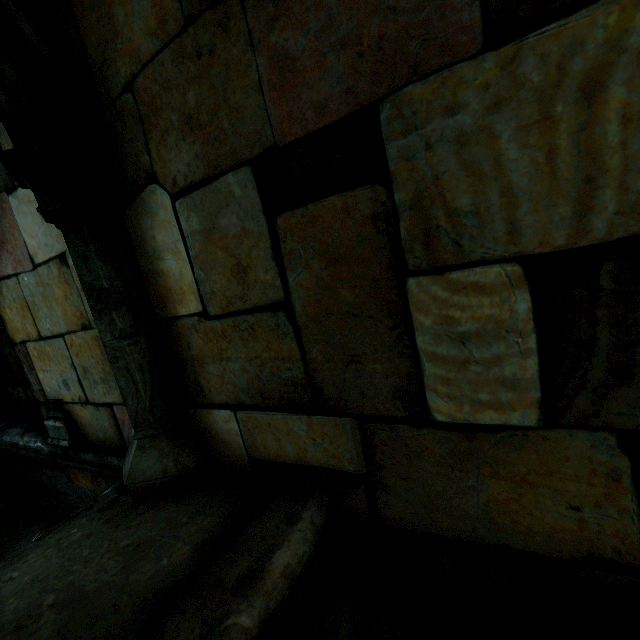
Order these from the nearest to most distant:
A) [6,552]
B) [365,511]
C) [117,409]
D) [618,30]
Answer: [618,30], [365,511], [117,409], [6,552]

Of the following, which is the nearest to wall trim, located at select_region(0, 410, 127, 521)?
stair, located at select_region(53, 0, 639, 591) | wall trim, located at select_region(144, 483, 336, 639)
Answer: stair, located at select_region(53, 0, 639, 591)

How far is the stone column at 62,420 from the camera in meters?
1.8 m

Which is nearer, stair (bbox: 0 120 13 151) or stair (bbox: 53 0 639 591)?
stair (bbox: 53 0 639 591)

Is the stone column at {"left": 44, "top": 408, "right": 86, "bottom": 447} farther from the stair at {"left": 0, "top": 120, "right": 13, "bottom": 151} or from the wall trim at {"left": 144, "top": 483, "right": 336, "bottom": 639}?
the wall trim at {"left": 144, "top": 483, "right": 336, "bottom": 639}

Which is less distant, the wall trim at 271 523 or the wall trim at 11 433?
the wall trim at 271 523

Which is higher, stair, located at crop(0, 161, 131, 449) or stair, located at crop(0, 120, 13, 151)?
stair, located at crop(0, 120, 13, 151)
